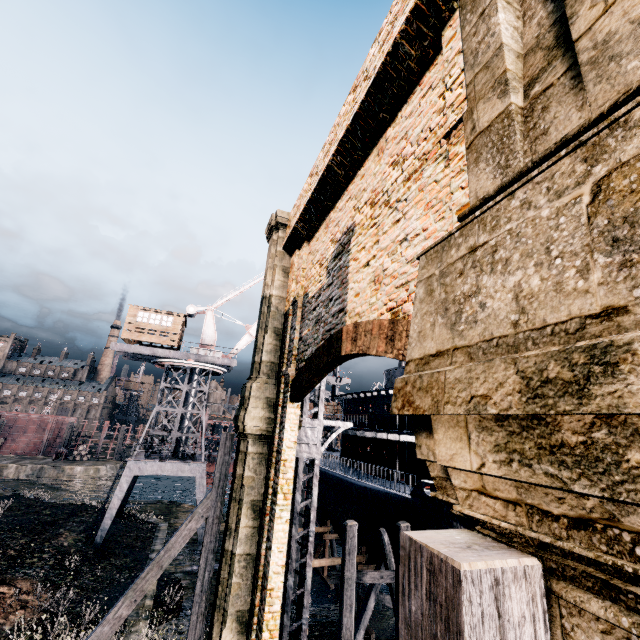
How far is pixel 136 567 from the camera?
20.6m

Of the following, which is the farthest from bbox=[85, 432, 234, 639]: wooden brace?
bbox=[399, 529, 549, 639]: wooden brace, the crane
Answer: the crane

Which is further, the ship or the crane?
the crane

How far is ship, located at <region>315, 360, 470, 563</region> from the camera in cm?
1623

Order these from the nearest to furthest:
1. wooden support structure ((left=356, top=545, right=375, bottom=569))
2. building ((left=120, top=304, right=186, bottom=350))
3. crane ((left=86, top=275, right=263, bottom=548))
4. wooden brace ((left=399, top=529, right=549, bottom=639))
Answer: wooden brace ((left=399, top=529, right=549, bottom=639)) < wooden support structure ((left=356, top=545, right=375, bottom=569)) < crane ((left=86, top=275, right=263, bottom=548)) < building ((left=120, top=304, right=186, bottom=350))

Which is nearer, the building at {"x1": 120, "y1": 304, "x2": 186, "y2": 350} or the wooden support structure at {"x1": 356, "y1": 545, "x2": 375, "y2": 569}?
the wooden support structure at {"x1": 356, "y1": 545, "x2": 375, "y2": 569}

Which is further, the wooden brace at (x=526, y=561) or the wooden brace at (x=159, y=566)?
the wooden brace at (x=159, y=566)

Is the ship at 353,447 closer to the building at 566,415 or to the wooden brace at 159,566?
the building at 566,415
